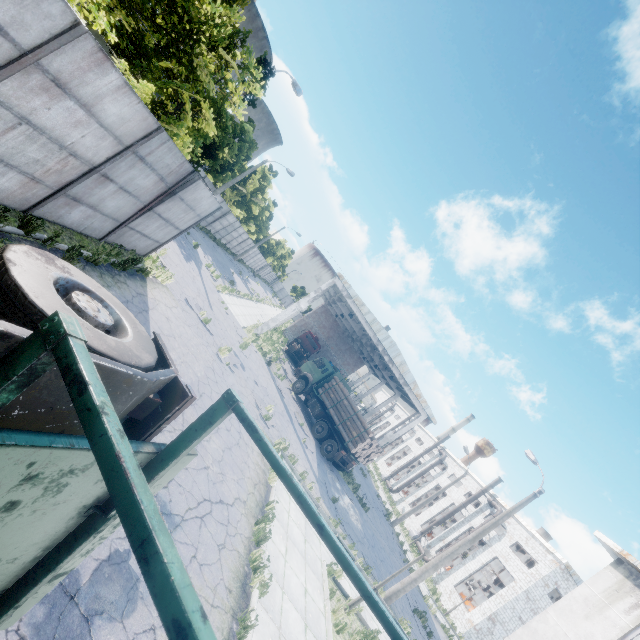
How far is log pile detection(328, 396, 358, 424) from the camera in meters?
22.1

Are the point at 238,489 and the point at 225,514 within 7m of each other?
yes

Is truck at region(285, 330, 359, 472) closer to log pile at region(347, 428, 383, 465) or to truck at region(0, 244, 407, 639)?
log pile at region(347, 428, 383, 465)

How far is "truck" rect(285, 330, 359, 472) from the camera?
21.34m

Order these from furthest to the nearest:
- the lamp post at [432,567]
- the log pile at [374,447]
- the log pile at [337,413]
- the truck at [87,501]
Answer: the log pile at [337,413], the log pile at [374,447], the lamp post at [432,567], the truck at [87,501]

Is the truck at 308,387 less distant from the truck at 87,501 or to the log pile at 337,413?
the log pile at 337,413
